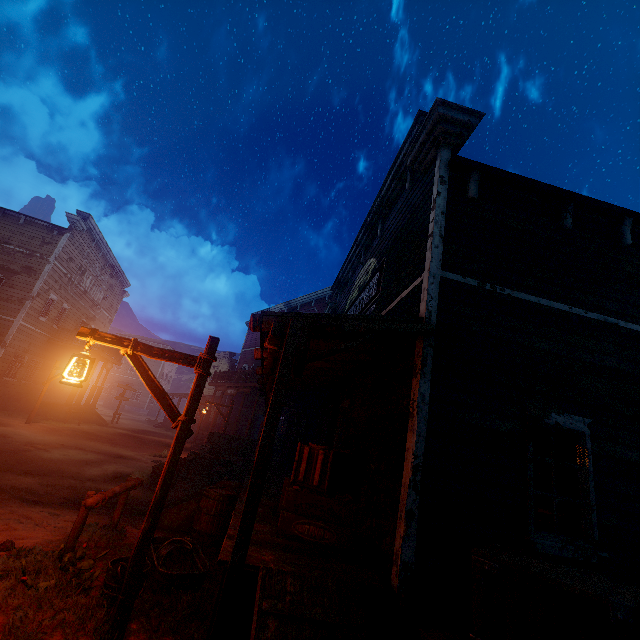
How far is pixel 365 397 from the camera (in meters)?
6.51

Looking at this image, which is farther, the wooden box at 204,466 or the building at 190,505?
the wooden box at 204,466

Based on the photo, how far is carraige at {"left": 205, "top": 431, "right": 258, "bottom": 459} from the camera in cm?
1523

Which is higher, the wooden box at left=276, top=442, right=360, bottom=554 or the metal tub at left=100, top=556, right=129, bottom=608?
the wooden box at left=276, top=442, right=360, bottom=554

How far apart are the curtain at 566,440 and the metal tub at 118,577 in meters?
4.8 m

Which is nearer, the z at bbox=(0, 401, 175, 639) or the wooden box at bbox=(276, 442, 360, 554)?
the z at bbox=(0, 401, 175, 639)

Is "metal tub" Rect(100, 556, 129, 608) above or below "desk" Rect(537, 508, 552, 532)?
below

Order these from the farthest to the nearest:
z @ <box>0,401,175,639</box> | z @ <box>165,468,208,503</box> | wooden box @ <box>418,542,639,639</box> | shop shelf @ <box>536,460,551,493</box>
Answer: shop shelf @ <box>536,460,551,493</box>, z @ <box>165,468,208,503</box>, z @ <box>0,401,175,639</box>, wooden box @ <box>418,542,639,639</box>
